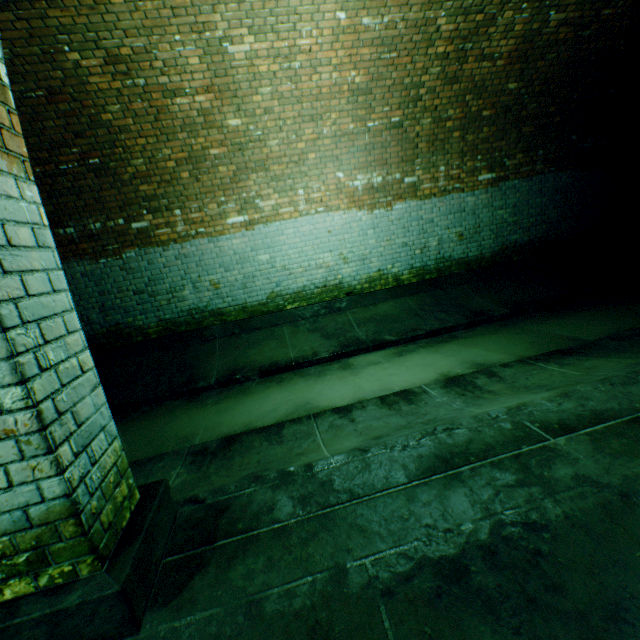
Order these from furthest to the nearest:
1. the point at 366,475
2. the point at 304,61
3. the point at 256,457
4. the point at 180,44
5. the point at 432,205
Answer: the point at 432,205
the point at 304,61
the point at 180,44
the point at 256,457
the point at 366,475
